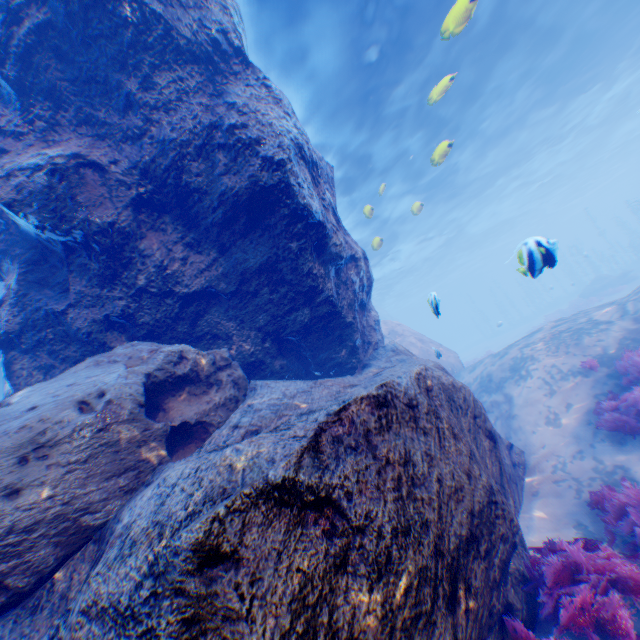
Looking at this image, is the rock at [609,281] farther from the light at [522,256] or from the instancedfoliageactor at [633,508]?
the instancedfoliageactor at [633,508]

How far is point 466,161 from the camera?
21.5m

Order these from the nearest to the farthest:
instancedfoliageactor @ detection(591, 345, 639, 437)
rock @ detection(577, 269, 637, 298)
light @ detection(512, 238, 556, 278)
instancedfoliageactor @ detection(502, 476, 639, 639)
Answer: instancedfoliageactor @ detection(502, 476, 639, 639), light @ detection(512, 238, 556, 278), instancedfoliageactor @ detection(591, 345, 639, 437), rock @ detection(577, 269, 637, 298)

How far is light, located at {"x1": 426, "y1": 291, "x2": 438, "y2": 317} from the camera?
5.3m

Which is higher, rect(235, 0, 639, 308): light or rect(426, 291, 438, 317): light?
rect(235, 0, 639, 308): light

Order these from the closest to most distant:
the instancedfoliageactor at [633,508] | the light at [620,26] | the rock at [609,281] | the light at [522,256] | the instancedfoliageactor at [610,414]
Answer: the instancedfoliageactor at [633,508] → the light at [522,256] → the instancedfoliageactor at [610,414] → the light at [620,26] → the rock at [609,281]

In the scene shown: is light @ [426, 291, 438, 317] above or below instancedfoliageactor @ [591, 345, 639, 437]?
above
